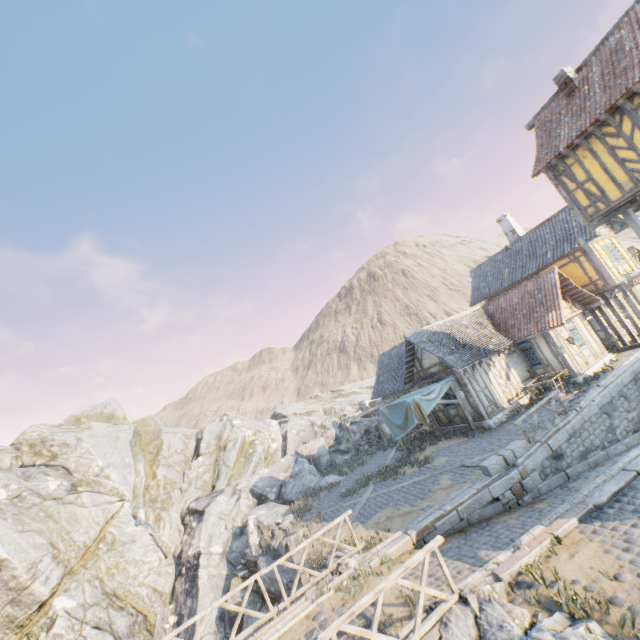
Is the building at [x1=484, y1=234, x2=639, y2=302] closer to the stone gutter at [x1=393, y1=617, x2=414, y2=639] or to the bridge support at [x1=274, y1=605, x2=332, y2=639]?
the stone gutter at [x1=393, y1=617, x2=414, y2=639]

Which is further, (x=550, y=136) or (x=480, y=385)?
(x=480, y=385)

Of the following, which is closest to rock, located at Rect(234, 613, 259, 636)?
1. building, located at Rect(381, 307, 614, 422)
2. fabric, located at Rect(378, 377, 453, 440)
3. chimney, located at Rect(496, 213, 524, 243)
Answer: building, located at Rect(381, 307, 614, 422)

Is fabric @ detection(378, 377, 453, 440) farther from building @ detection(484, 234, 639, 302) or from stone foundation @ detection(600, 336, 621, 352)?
stone foundation @ detection(600, 336, 621, 352)

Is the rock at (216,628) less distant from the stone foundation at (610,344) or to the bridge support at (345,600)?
the bridge support at (345,600)

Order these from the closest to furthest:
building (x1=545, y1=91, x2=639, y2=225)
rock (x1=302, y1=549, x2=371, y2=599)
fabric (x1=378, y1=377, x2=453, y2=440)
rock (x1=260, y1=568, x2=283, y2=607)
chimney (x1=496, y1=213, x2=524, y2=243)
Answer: rock (x1=302, y1=549, x2=371, y2=599) → building (x1=545, y1=91, x2=639, y2=225) → rock (x1=260, y1=568, x2=283, y2=607) → fabric (x1=378, y1=377, x2=453, y2=440) → chimney (x1=496, y1=213, x2=524, y2=243)

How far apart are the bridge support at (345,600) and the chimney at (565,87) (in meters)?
18.95

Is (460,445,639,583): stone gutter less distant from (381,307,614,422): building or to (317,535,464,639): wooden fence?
(317,535,464,639): wooden fence
